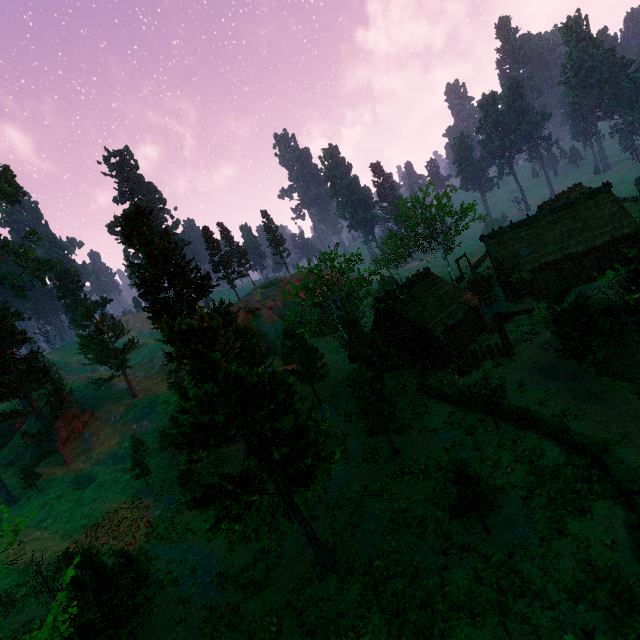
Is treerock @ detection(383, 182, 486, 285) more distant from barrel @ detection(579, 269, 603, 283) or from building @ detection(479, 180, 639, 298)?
barrel @ detection(579, 269, 603, 283)

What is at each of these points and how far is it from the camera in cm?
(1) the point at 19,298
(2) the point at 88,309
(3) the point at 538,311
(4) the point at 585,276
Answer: (1) treerock, 4584
(2) treerock, 4894
(3) fence arch, 2297
(4) barrel, 3195

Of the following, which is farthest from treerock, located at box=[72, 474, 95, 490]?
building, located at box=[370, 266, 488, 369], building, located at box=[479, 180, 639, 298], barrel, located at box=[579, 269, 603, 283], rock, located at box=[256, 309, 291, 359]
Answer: barrel, located at box=[579, 269, 603, 283]

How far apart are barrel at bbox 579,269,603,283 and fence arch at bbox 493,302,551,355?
13.5 meters

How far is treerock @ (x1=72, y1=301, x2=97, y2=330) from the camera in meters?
48.5

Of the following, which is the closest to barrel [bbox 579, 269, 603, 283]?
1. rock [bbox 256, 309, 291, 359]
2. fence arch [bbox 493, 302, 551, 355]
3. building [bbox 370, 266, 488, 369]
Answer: building [bbox 370, 266, 488, 369]

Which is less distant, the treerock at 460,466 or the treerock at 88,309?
the treerock at 460,466

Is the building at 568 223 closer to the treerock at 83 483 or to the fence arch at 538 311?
the treerock at 83 483
